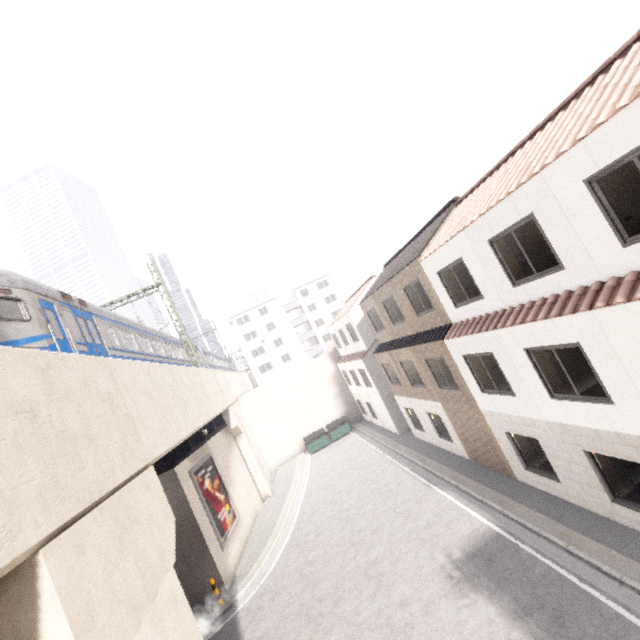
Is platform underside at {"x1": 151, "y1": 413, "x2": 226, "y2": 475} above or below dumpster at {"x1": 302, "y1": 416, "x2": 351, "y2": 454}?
above

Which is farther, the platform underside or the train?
the platform underside

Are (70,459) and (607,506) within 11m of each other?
no

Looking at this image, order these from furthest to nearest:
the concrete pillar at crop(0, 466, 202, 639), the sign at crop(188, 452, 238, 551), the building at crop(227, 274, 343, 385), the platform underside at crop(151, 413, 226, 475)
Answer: the building at crop(227, 274, 343, 385) → the sign at crop(188, 452, 238, 551) → the platform underside at crop(151, 413, 226, 475) → the concrete pillar at crop(0, 466, 202, 639)

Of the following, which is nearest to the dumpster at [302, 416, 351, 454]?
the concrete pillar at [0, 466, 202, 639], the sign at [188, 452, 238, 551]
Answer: the sign at [188, 452, 238, 551]

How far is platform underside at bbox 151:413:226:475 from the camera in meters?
14.5 m

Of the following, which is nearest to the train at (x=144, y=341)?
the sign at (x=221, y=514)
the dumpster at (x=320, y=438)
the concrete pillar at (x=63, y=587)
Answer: the concrete pillar at (x=63, y=587)

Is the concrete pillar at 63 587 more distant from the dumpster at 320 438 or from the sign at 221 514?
the dumpster at 320 438
